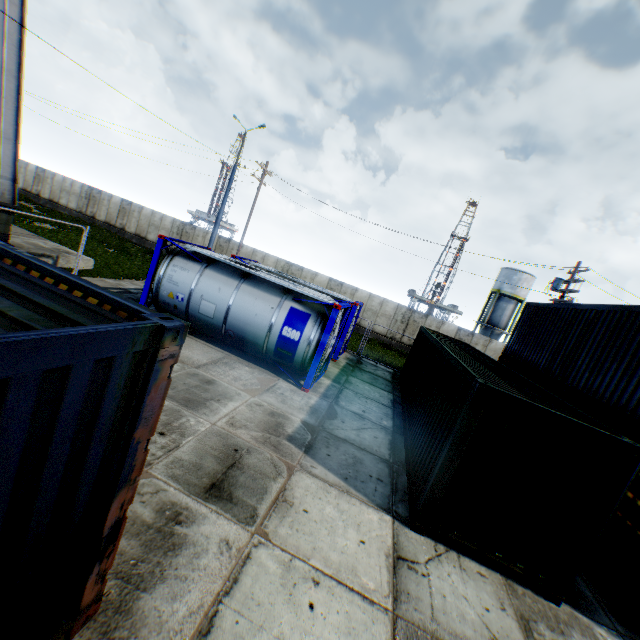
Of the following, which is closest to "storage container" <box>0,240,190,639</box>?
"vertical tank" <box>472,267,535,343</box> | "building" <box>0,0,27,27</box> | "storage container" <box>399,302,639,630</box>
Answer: "storage container" <box>399,302,639,630</box>

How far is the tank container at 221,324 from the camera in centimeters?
1035cm

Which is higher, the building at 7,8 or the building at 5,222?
the building at 7,8

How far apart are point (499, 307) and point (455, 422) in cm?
4038

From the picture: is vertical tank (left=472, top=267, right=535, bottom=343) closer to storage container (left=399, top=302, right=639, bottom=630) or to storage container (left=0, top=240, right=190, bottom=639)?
storage container (left=399, top=302, right=639, bottom=630)

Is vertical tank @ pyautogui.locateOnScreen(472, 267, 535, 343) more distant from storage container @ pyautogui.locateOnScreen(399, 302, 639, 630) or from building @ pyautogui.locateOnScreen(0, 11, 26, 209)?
building @ pyautogui.locateOnScreen(0, 11, 26, 209)

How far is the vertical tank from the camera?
39.4 meters

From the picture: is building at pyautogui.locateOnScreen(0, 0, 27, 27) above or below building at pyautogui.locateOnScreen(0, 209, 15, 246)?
above
